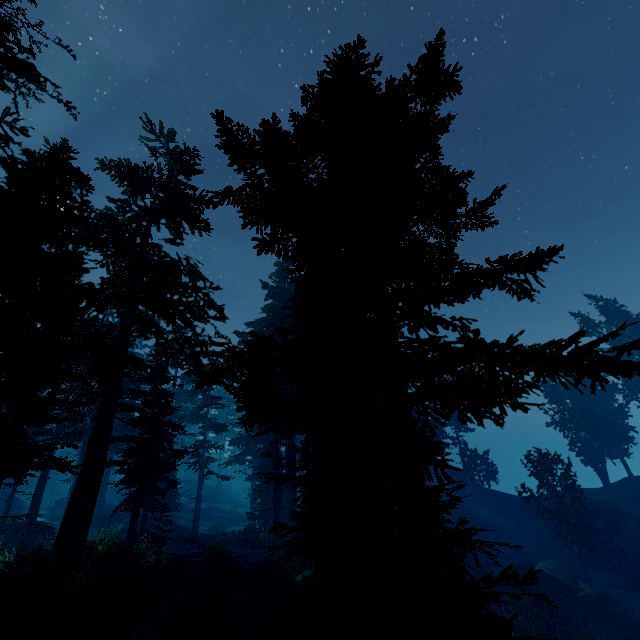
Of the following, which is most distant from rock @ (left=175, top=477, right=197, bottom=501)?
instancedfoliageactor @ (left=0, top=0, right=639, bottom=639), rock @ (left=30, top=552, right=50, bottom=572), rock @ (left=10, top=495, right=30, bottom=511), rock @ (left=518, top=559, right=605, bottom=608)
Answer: rock @ (left=518, top=559, right=605, bottom=608)

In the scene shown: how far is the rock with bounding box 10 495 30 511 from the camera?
40.0 meters

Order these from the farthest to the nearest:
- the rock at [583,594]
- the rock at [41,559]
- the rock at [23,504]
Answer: the rock at [23,504] → the rock at [583,594] → the rock at [41,559]

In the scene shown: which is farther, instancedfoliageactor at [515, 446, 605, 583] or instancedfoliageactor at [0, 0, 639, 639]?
instancedfoliageactor at [515, 446, 605, 583]

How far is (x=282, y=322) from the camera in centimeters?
2655cm

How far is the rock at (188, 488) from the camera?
46.5m

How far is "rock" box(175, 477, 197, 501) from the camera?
46.5 meters

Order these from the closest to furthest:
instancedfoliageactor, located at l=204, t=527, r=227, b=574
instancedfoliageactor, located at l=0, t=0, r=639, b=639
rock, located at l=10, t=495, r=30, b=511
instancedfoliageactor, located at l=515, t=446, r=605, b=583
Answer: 1. instancedfoliageactor, located at l=0, t=0, r=639, b=639
2. instancedfoliageactor, located at l=204, t=527, r=227, b=574
3. instancedfoliageactor, located at l=515, t=446, r=605, b=583
4. rock, located at l=10, t=495, r=30, b=511
